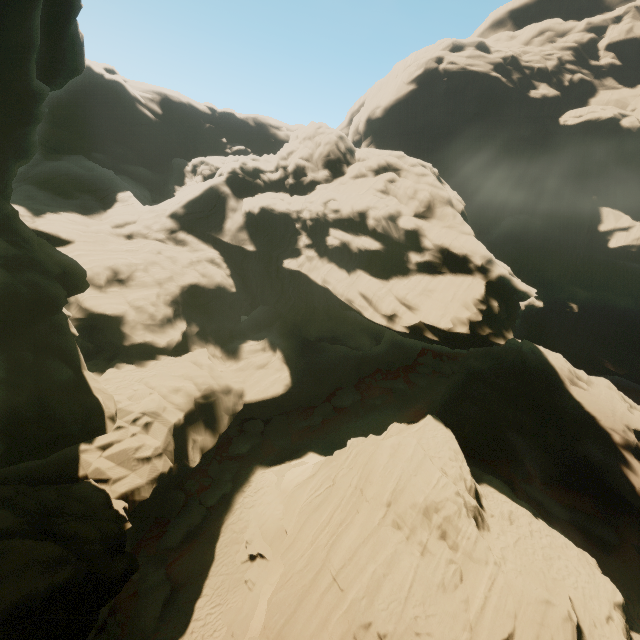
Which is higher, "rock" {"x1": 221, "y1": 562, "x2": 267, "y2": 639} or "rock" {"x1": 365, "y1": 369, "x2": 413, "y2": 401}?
"rock" {"x1": 365, "y1": 369, "x2": 413, "y2": 401}

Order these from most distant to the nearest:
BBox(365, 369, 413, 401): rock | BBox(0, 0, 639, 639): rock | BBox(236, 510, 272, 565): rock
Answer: BBox(365, 369, 413, 401): rock < BBox(236, 510, 272, 565): rock < BBox(0, 0, 639, 639): rock

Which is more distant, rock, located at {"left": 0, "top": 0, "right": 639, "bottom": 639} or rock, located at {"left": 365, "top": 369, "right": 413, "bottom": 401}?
rock, located at {"left": 365, "top": 369, "right": 413, "bottom": 401}

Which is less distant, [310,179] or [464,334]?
[464,334]

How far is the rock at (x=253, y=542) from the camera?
19.2m

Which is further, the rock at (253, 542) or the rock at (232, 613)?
the rock at (253, 542)
